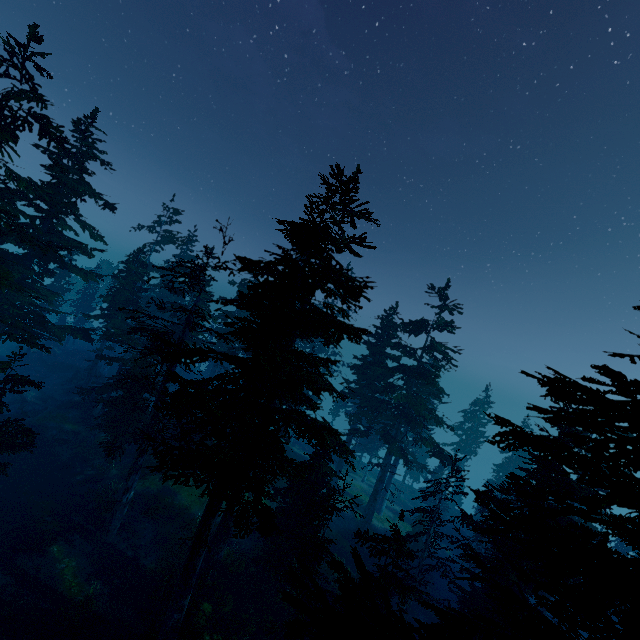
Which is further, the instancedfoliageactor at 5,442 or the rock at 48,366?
the rock at 48,366

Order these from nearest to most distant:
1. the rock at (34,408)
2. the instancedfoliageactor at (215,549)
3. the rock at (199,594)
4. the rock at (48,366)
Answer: the instancedfoliageactor at (215,549), the rock at (199,594), the rock at (34,408), the rock at (48,366)

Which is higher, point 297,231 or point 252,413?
point 297,231

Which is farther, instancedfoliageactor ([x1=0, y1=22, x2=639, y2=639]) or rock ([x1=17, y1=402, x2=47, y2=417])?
rock ([x1=17, y1=402, x2=47, y2=417])

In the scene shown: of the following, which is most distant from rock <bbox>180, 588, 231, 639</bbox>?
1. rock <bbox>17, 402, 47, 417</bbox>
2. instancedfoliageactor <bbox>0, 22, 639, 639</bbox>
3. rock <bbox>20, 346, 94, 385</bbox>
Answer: rock <bbox>20, 346, 94, 385</bbox>

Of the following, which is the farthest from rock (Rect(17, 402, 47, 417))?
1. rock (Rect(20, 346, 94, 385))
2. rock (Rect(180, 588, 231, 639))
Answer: rock (Rect(180, 588, 231, 639))

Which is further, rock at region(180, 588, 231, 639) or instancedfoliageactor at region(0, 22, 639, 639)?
rock at region(180, 588, 231, 639)

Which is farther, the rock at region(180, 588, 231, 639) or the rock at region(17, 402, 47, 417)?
the rock at region(17, 402, 47, 417)
